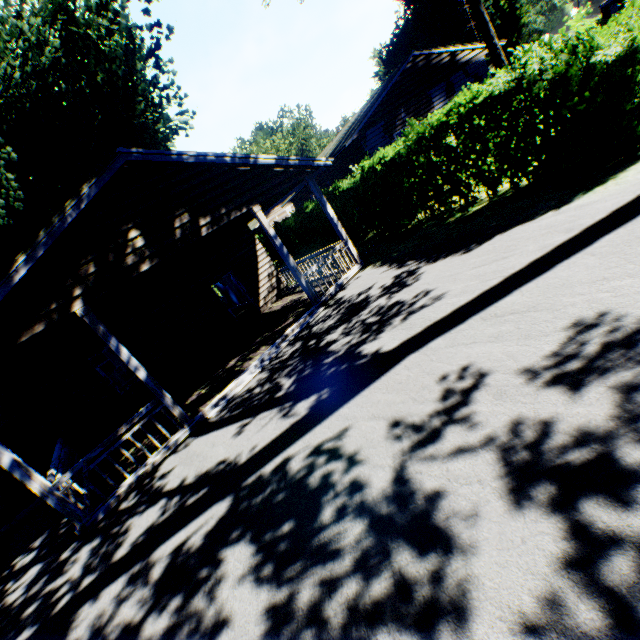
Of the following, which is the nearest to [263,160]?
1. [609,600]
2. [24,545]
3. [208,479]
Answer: [208,479]

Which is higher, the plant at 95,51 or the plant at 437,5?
the plant at 437,5

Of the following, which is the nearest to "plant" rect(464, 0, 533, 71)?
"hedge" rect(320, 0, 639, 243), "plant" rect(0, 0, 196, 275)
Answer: "hedge" rect(320, 0, 639, 243)

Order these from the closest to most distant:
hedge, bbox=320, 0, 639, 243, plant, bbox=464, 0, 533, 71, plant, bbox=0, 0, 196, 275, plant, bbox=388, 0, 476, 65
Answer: hedge, bbox=320, 0, 639, 243 < plant, bbox=0, 0, 196, 275 < plant, bbox=464, 0, 533, 71 < plant, bbox=388, 0, 476, 65

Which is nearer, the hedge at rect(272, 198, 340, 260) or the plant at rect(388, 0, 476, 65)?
the hedge at rect(272, 198, 340, 260)

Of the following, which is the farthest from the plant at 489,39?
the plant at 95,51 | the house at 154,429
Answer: the house at 154,429

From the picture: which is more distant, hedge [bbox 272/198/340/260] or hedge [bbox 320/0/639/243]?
hedge [bbox 272/198/340/260]

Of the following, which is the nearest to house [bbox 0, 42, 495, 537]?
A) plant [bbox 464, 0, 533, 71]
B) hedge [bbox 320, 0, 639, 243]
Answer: hedge [bbox 320, 0, 639, 243]
